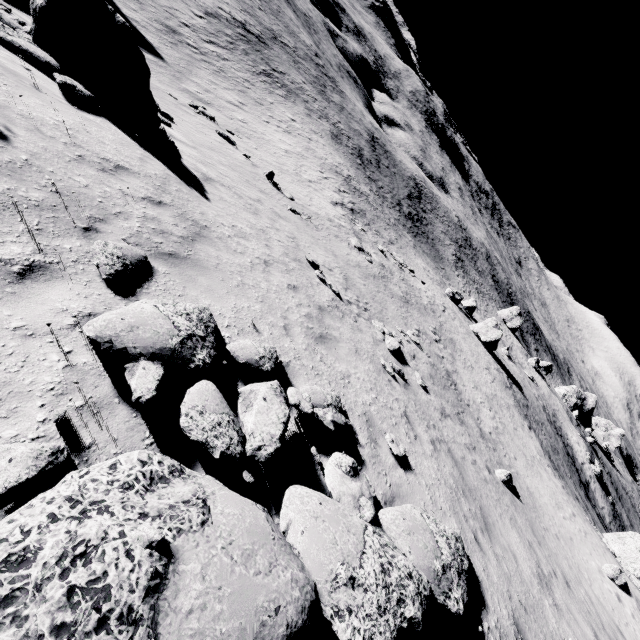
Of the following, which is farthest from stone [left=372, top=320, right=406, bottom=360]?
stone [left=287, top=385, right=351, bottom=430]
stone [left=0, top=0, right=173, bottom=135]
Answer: stone [left=0, top=0, right=173, bottom=135]

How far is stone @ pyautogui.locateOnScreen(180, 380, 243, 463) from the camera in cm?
362

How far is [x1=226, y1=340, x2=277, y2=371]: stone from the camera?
5.2 meters

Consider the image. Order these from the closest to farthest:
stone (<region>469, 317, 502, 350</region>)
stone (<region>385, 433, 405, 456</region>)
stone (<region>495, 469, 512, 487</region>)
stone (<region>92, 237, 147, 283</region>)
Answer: stone (<region>92, 237, 147, 283</region>)
stone (<region>385, 433, 405, 456</region>)
stone (<region>495, 469, 512, 487</region>)
stone (<region>469, 317, 502, 350</region>)

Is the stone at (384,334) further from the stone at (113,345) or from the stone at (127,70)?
the stone at (127,70)

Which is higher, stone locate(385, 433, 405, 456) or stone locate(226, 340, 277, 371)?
stone locate(385, 433, 405, 456)

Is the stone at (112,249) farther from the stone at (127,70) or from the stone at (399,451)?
the stone at (127,70)

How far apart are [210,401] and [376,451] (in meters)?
3.70
